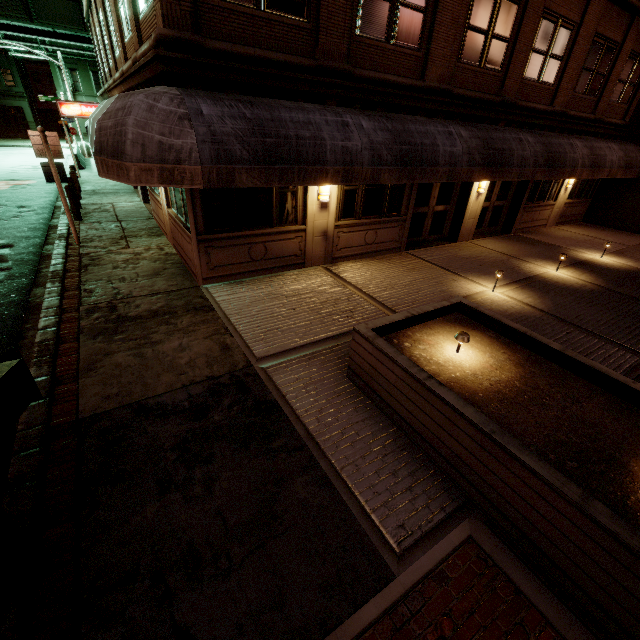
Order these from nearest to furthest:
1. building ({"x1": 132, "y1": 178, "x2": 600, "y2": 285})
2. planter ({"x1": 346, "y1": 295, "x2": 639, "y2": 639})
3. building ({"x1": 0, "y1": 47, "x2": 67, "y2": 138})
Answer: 1. planter ({"x1": 346, "y1": 295, "x2": 639, "y2": 639})
2. building ({"x1": 132, "y1": 178, "x2": 600, "y2": 285})
3. building ({"x1": 0, "y1": 47, "x2": 67, "y2": 138})

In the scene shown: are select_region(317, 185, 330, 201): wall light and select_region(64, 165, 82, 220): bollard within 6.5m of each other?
no

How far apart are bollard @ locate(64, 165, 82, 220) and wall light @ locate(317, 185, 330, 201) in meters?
11.0 m

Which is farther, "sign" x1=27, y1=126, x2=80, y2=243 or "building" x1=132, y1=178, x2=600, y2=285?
"sign" x1=27, y1=126, x2=80, y2=243

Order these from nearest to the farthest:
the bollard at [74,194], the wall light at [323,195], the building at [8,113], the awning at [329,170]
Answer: the awning at [329,170], the wall light at [323,195], the bollard at [74,194], the building at [8,113]

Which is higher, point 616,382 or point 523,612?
point 616,382

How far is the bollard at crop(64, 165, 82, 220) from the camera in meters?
11.5 m

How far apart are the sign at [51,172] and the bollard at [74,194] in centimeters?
479cm
